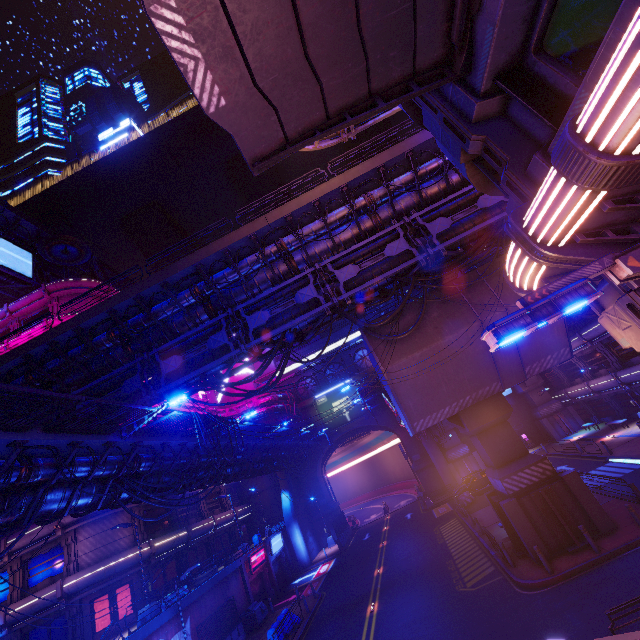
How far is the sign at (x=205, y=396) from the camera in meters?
43.6 m

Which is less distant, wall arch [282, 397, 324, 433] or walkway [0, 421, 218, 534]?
walkway [0, 421, 218, 534]

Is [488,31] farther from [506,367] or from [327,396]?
[327,396]

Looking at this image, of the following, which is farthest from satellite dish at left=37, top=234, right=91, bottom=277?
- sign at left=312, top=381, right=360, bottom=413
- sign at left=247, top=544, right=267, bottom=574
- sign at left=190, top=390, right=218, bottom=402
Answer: sign at left=247, top=544, right=267, bottom=574

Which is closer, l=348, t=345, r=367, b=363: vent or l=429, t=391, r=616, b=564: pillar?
l=429, t=391, r=616, b=564: pillar

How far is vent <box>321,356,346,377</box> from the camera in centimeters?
5291cm

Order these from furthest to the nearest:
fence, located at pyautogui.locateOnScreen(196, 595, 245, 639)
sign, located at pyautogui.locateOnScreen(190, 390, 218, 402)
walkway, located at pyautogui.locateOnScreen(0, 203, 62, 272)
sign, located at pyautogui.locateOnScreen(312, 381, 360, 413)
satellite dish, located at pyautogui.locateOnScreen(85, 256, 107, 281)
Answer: sign, located at pyautogui.locateOnScreen(312, 381, 360, 413) < sign, located at pyautogui.locateOnScreen(190, 390, 218, 402) < satellite dish, located at pyautogui.locateOnScreen(85, 256, 107, 281) < walkway, located at pyautogui.locateOnScreen(0, 203, 62, 272) < fence, located at pyautogui.locateOnScreen(196, 595, 245, 639)

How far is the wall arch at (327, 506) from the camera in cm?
4272
